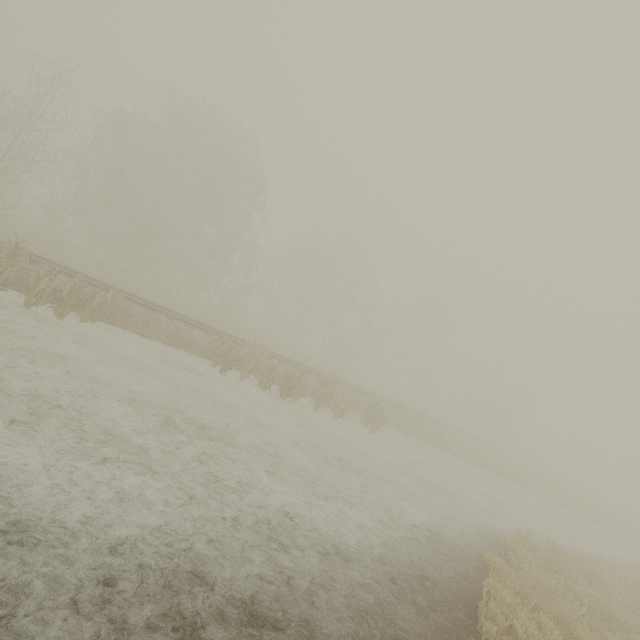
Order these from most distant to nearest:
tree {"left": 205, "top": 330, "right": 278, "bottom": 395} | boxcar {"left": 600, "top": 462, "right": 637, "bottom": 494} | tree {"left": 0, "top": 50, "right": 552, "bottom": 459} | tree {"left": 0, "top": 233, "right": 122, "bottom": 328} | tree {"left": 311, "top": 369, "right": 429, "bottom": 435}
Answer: boxcar {"left": 600, "top": 462, "right": 637, "bottom": 494}
tree {"left": 0, "top": 50, "right": 552, "bottom": 459}
tree {"left": 311, "top": 369, "right": 429, "bottom": 435}
tree {"left": 205, "top": 330, "right": 278, "bottom": 395}
tree {"left": 0, "top": 233, "right": 122, "bottom": 328}

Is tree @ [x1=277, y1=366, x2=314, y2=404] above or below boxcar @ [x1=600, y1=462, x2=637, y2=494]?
below

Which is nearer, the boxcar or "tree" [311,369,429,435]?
"tree" [311,369,429,435]

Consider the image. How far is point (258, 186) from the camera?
29.5 meters

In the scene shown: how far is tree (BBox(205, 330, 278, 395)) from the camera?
14.1 meters

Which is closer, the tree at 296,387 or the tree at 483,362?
the tree at 296,387

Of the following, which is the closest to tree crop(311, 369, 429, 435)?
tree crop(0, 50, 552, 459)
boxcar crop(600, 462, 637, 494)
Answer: tree crop(0, 50, 552, 459)

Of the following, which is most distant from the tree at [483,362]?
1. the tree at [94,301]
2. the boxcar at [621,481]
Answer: the boxcar at [621,481]
